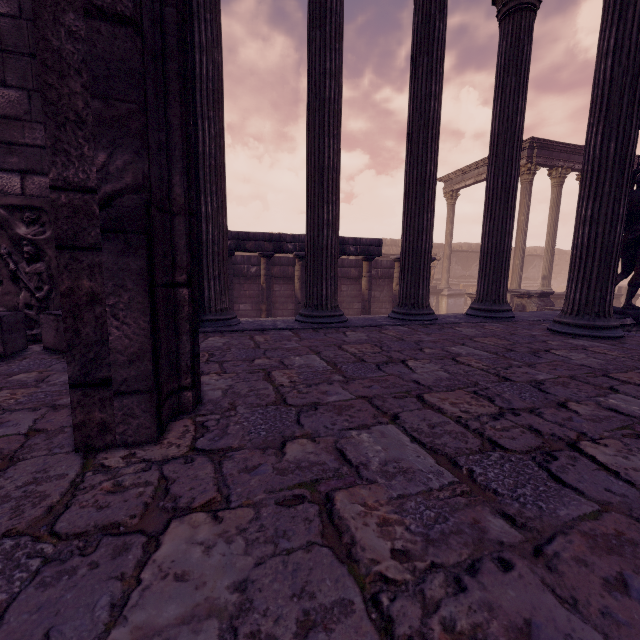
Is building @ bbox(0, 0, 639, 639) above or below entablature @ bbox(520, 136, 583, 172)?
below

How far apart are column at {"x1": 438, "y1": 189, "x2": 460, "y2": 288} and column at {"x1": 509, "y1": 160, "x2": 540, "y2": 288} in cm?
422

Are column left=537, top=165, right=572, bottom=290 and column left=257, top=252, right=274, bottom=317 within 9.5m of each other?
no

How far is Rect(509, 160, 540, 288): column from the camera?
13.70m

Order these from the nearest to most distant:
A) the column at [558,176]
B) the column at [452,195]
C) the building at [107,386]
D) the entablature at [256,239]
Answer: the building at [107,386] < the entablature at [256,239] < the column at [558,176] < the column at [452,195]

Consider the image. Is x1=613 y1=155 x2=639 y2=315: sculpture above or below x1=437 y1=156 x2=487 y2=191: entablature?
below

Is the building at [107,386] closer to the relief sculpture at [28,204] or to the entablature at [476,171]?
the relief sculpture at [28,204]

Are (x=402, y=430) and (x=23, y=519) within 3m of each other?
yes
